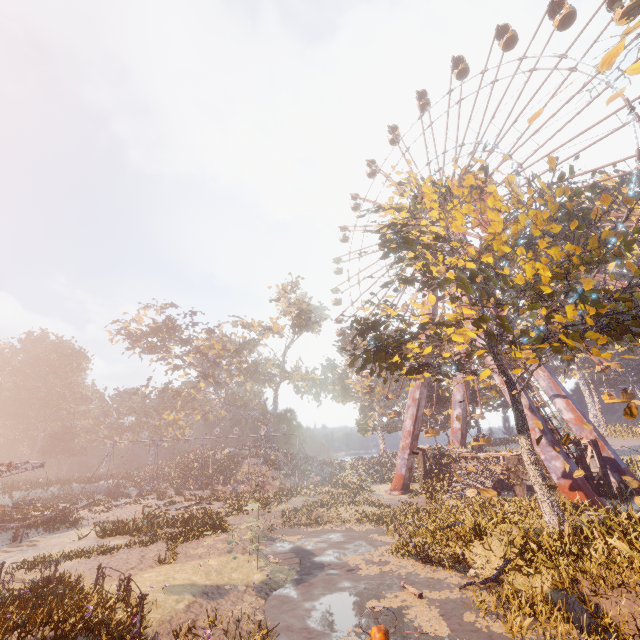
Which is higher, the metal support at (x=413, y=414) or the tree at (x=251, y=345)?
the tree at (x=251, y=345)

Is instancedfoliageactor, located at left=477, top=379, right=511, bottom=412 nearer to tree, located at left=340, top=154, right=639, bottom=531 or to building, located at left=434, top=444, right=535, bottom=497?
building, located at left=434, top=444, right=535, bottom=497

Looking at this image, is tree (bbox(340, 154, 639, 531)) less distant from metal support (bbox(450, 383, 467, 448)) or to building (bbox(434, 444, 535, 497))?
metal support (bbox(450, 383, 467, 448))

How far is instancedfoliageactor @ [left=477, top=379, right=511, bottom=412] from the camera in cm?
3822

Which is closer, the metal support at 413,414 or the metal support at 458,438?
the metal support at 413,414

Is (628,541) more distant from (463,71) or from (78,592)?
(463,71)

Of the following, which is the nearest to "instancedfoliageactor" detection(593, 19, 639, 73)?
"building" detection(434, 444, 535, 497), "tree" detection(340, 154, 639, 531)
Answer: "tree" detection(340, 154, 639, 531)

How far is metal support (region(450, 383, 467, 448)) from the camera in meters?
34.5 m
